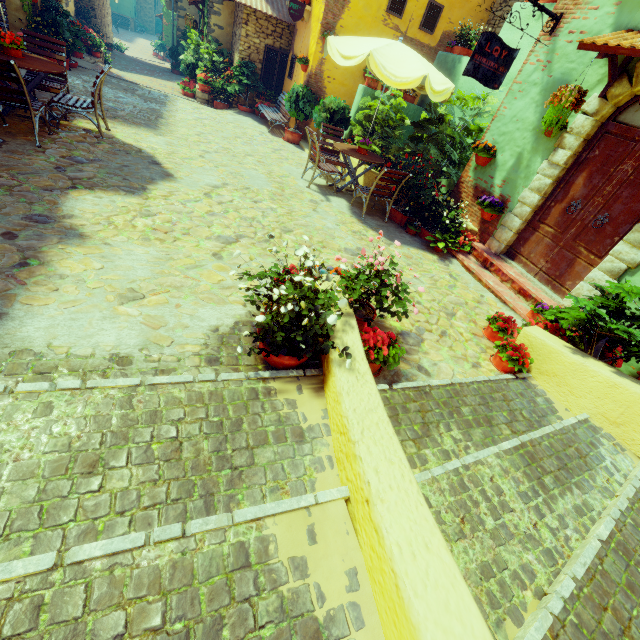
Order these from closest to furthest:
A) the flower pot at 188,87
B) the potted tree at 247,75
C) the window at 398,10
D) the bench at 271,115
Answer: the window at 398,10
the bench at 271,115
the potted tree at 247,75
the flower pot at 188,87

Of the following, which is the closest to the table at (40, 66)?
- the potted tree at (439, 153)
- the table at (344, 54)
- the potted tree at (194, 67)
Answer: the table at (344, 54)

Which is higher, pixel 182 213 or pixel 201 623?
pixel 201 623

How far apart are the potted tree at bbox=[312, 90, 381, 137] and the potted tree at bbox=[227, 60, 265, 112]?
4.30m

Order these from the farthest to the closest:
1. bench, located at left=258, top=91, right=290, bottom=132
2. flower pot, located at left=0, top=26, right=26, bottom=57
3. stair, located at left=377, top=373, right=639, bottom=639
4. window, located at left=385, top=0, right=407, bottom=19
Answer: bench, located at left=258, top=91, right=290, bottom=132 → window, located at left=385, top=0, right=407, bottom=19 → flower pot, located at left=0, top=26, right=26, bottom=57 → stair, located at left=377, top=373, right=639, bottom=639

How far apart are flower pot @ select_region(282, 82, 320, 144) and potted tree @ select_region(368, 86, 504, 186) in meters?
1.2

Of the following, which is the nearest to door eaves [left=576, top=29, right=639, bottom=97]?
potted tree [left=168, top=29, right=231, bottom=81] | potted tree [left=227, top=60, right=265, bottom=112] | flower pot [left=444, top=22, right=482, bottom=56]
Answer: flower pot [left=444, top=22, right=482, bottom=56]

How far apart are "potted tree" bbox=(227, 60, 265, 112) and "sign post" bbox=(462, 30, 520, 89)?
9.1m
